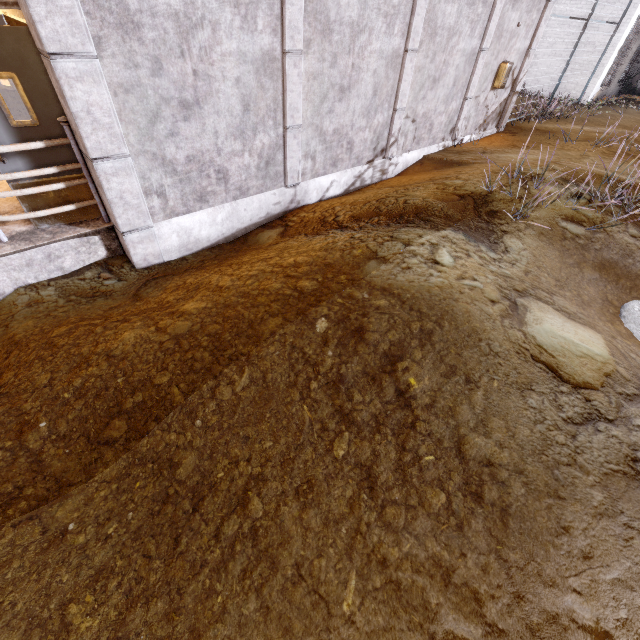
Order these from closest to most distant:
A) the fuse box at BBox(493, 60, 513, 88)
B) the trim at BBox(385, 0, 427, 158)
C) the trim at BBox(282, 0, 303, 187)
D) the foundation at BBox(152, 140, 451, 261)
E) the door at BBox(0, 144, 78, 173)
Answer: the door at BBox(0, 144, 78, 173) → the trim at BBox(282, 0, 303, 187) → the foundation at BBox(152, 140, 451, 261) → the trim at BBox(385, 0, 427, 158) → the fuse box at BBox(493, 60, 513, 88)

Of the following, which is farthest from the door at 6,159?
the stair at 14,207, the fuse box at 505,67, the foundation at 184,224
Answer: the fuse box at 505,67

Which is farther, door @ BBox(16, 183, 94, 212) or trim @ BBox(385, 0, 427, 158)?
trim @ BBox(385, 0, 427, 158)

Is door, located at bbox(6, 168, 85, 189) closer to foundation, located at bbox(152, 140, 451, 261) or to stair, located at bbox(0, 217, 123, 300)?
stair, located at bbox(0, 217, 123, 300)

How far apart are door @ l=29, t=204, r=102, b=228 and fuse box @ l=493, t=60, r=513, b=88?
10.4 meters

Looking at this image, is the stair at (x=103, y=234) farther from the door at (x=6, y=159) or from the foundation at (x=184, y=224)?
→ the foundation at (x=184, y=224)

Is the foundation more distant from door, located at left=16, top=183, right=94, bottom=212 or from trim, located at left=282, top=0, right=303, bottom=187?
A: door, located at left=16, top=183, right=94, bottom=212

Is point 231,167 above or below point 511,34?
below
